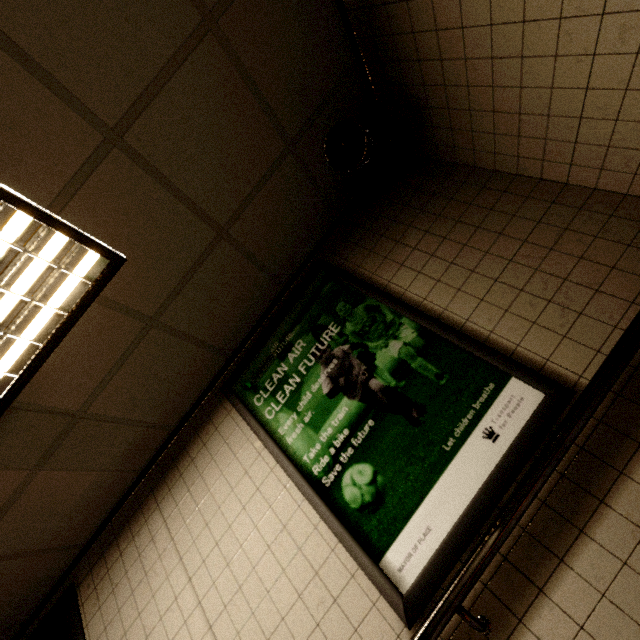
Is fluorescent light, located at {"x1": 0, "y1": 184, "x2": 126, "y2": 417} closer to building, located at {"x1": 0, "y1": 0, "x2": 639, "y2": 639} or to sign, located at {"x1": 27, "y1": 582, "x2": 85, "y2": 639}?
building, located at {"x1": 0, "y1": 0, "x2": 639, "y2": 639}

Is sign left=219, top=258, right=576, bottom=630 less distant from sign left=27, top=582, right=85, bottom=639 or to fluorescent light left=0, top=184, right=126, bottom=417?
fluorescent light left=0, top=184, right=126, bottom=417

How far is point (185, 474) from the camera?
2.3 meters

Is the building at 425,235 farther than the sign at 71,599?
No

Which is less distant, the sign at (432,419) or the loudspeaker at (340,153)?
the sign at (432,419)

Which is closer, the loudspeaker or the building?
the building

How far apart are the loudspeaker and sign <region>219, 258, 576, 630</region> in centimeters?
69cm

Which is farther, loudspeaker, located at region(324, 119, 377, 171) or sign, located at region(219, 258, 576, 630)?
loudspeaker, located at region(324, 119, 377, 171)
